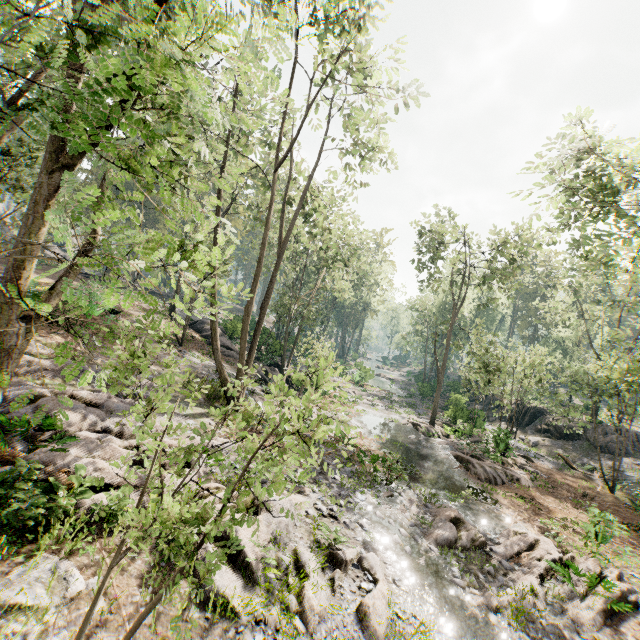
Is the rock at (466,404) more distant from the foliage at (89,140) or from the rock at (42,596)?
the rock at (42,596)

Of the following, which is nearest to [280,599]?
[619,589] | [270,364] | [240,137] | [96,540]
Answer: [96,540]

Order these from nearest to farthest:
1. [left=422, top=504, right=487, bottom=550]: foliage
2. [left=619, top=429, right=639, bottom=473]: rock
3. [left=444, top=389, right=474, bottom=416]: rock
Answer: [left=422, top=504, right=487, bottom=550]: foliage, [left=619, top=429, right=639, bottom=473]: rock, [left=444, top=389, right=474, bottom=416]: rock

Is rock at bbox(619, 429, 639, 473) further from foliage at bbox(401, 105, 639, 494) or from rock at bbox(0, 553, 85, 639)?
rock at bbox(0, 553, 85, 639)

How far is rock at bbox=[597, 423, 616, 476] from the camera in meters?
25.7 m

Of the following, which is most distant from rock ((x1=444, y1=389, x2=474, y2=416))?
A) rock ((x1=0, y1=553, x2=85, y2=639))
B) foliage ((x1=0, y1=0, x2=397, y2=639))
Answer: rock ((x1=0, y1=553, x2=85, y2=639))

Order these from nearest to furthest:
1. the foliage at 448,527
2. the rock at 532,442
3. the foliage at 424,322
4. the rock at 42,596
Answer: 1. the rock at 42,596
2. the foliage at 448,527
3. the foliage at 424,322
4. the rock at 532,442
